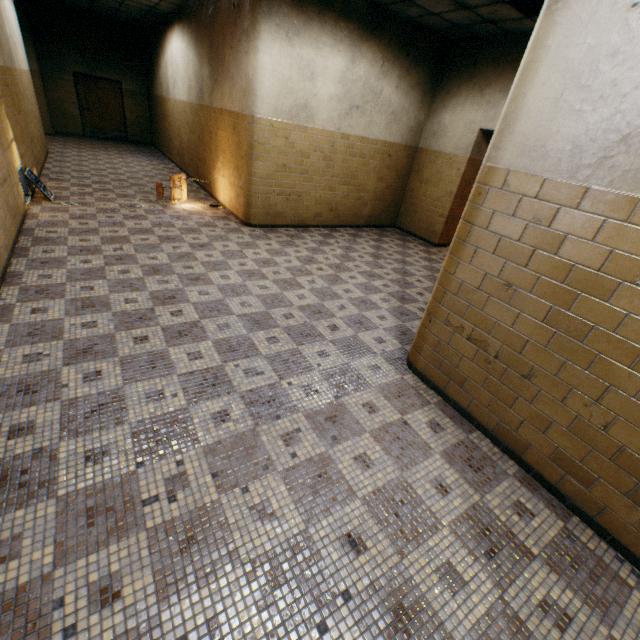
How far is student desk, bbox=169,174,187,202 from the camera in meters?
7.0 m

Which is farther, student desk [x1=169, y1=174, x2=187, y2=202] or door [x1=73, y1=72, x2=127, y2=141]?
door [x1=73, y1=72, x2=127, y2=141]

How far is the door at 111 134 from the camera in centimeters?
1277cm

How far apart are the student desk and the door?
9.9m

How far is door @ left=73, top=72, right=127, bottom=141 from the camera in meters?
12.8 m

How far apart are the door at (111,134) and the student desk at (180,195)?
9.9m

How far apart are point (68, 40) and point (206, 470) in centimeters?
1726cm
